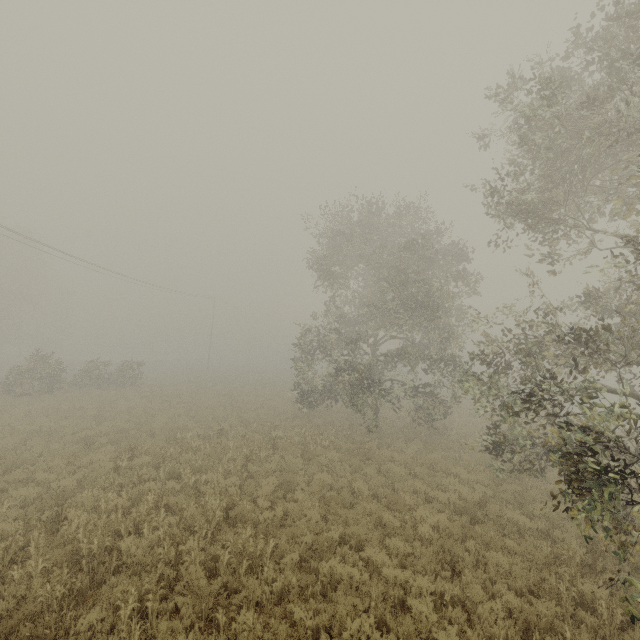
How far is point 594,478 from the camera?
5.2m
